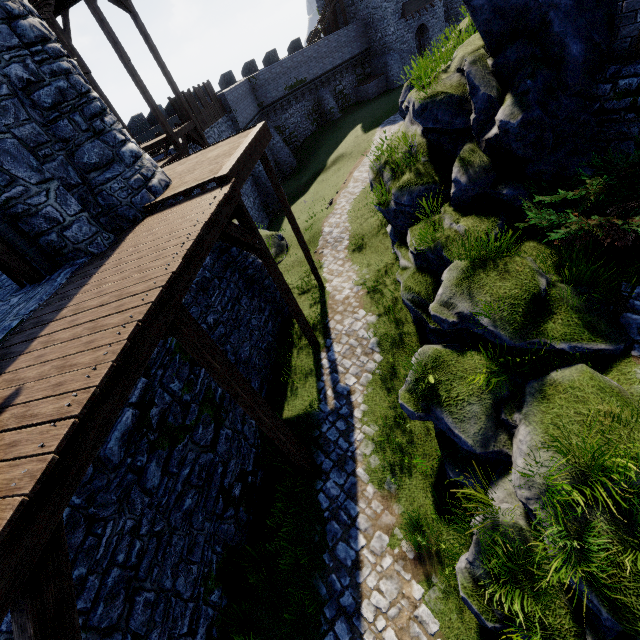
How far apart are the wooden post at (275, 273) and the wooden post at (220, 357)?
3.5 meters

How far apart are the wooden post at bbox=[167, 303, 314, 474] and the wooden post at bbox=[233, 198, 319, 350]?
3.5 meters

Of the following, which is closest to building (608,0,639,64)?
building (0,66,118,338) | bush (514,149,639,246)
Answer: bush (514,149,639,246)

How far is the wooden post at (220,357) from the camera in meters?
4.7

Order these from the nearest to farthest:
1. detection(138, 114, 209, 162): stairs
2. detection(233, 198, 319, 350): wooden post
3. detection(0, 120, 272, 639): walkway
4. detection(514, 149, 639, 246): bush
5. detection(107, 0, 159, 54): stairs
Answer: detection(0, 120, 272, 639): walkway < detection(514, 149, 639, 246): bush < detection(233, 198, 319, 350): wooden post < detection(107, 0, 159, 54): stairs < detection(138, 114, 209, 162): stairs

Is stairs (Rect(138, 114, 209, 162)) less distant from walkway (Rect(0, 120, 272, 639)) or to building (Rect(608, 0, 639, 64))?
walkway (Rect(0, 120, 272, 639))

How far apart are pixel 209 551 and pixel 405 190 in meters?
9.9 m

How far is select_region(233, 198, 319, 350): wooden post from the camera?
7.6 meters
